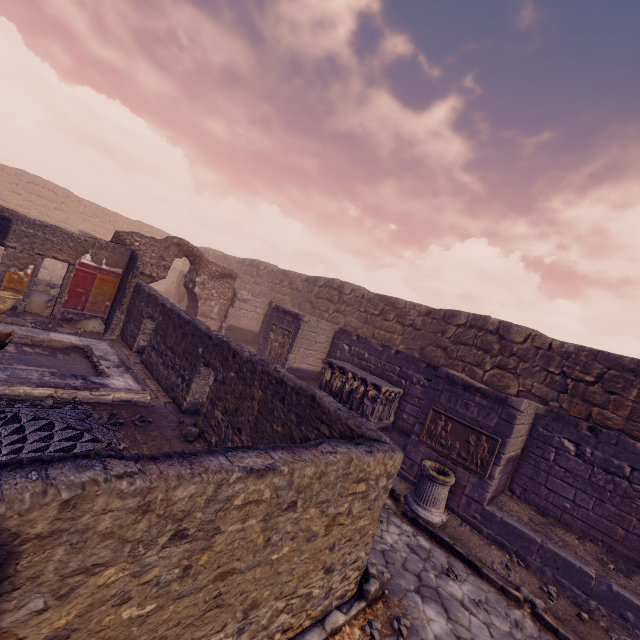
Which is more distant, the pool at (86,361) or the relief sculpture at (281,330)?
the relief sculpture at (281,330)

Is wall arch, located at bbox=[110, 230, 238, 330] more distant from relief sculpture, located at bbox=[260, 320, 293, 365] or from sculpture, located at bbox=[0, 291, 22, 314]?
sculpture, located at bbox=[0, 291, 22, 314]

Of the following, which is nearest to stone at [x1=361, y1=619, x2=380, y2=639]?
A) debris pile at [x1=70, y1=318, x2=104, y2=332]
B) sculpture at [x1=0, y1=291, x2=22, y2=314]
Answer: sculpture at [x1=0, y1=291, x2=22, y2=314]

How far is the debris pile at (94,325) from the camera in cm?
1001

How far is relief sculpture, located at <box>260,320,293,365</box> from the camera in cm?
1153

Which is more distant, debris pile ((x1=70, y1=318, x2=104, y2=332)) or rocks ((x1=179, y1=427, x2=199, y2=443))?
debris pile ((x1=70, y1=318, x2=104, y2=332))

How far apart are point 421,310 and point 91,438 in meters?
12.0

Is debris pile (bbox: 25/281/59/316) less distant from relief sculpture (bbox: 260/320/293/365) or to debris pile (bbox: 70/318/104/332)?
debris pile (bbox: 70/318/104/332)
